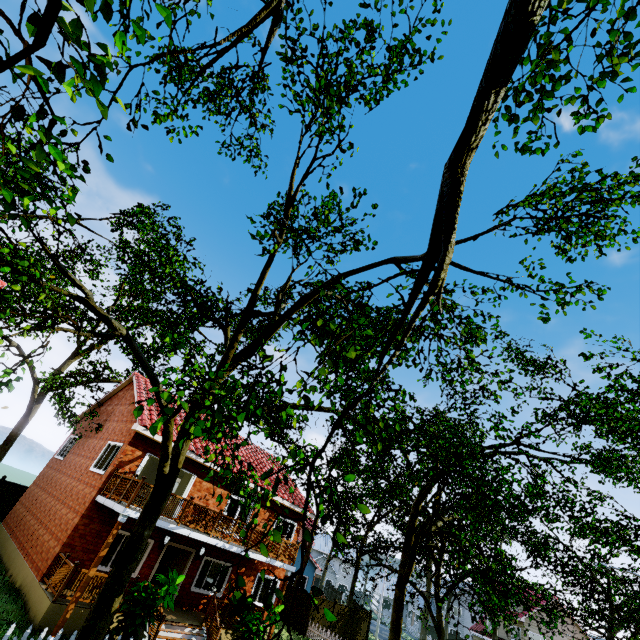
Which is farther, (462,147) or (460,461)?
(460,461)

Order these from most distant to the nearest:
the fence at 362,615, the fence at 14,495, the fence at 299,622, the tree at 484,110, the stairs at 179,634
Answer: the fence at 362,615 → the fence at 299,622 → the fence at 14,495 → the stairs at 179,634 → the tree at 484,110

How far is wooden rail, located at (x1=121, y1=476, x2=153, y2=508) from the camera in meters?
11.9 m

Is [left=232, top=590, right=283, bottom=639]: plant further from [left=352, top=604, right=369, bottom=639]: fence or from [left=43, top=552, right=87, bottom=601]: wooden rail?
[left=43, top=552, right=87, bottom=601]: wooden rail

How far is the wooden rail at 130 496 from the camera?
11.9m

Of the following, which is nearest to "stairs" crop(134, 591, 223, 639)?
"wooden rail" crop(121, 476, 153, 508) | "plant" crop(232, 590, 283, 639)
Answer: "plant" crop(232, 590, 283, 639)

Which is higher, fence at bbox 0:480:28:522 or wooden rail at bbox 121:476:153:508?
wooden rail at bbox 121:476:153:508

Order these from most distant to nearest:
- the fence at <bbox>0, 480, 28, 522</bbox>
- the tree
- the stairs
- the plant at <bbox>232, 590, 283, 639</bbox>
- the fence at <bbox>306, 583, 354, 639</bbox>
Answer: the fence at <bbox>306, 583, 354, 639</bbox> → the fence at <bbox>0, 480, 28, 522</bbox> → the plant at <bbox>232, 590, 283, 639</bbox> → the stairs → the tree
